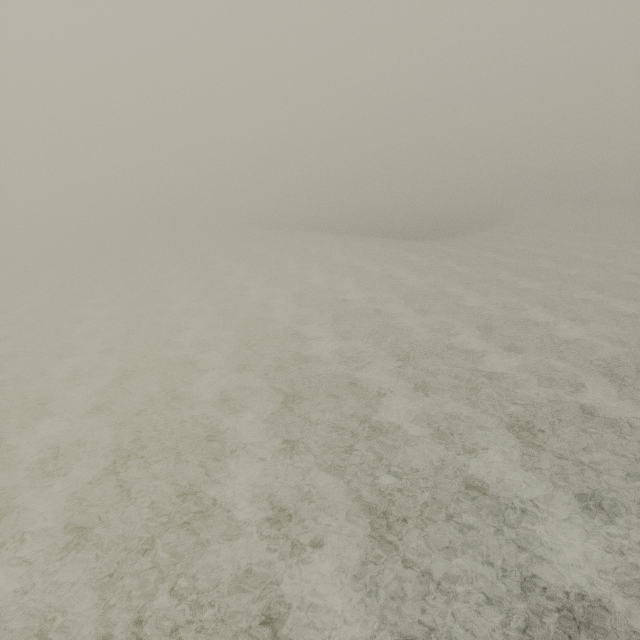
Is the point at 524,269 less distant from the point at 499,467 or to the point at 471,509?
the point at 499,467
